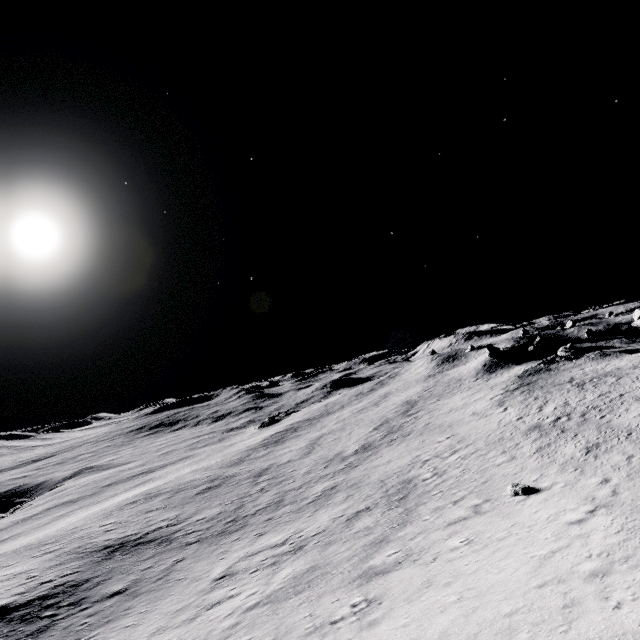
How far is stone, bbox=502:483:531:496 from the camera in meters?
19.2

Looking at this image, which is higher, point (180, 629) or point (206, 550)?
point (180, 629)

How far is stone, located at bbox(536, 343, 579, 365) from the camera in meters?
54.7

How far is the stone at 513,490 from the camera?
19.2 meters

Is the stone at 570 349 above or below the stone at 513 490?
above

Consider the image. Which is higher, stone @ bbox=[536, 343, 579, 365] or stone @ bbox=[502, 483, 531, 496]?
stone @ bbox=[536, 343, 579, 365]

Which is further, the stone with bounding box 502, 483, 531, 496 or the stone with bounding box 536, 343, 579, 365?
the stone with bounding box 536, 343, 579, 365
